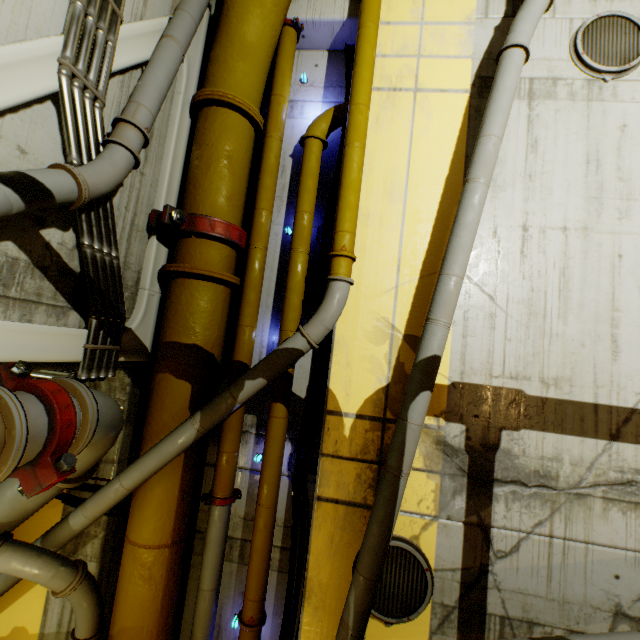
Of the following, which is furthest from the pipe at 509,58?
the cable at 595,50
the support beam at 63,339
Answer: the cable at 595,50

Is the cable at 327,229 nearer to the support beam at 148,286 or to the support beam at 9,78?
the support beam at 148,286

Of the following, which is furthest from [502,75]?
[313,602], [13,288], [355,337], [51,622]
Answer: [51,622]

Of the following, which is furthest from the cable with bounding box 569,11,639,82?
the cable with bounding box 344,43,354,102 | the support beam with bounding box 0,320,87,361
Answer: the support beam with bounding box 0,320,87,361

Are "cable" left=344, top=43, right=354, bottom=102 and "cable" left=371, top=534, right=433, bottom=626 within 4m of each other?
no

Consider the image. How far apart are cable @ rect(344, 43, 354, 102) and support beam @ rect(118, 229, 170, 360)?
3.0m

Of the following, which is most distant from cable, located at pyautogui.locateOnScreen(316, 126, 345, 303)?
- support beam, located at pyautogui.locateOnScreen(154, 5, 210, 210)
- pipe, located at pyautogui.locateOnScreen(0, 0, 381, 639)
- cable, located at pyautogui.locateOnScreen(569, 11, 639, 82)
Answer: cable, located at pyautogui.locateOnScreen(569, 11, 639, 82)

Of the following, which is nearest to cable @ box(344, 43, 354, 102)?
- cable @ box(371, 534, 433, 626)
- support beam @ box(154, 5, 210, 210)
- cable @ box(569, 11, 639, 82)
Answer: support beam @ box(154, 5, 210, 210)
